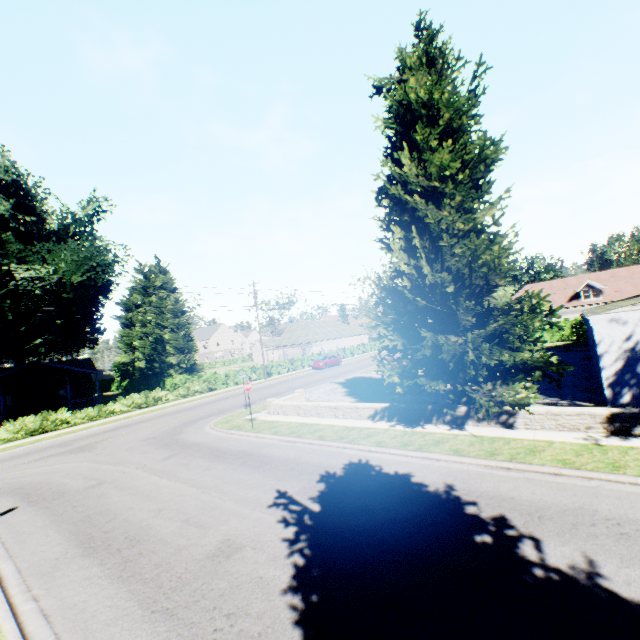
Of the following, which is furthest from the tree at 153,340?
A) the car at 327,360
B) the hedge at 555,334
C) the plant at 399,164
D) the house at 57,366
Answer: the car at 327,360

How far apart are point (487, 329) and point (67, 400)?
54.4m

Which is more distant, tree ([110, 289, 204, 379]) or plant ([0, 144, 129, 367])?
tree ([110, 289, 204, 379])

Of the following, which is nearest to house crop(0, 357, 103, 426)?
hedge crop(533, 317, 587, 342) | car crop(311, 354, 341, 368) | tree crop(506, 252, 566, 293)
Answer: tree crop(506, 252, 566, 293)

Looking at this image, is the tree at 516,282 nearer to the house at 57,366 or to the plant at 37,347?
the plant at 37,347

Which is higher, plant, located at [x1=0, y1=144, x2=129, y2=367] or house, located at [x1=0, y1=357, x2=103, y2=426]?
plant, located at [x1=0, y1=144, x2=129, y2=367]

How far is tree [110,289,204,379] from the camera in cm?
4272

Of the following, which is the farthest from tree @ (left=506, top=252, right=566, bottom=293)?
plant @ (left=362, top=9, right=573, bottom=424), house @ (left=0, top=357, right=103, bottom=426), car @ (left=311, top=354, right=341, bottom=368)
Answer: car @ (left=311, top=354, right=341, bottom=368)
